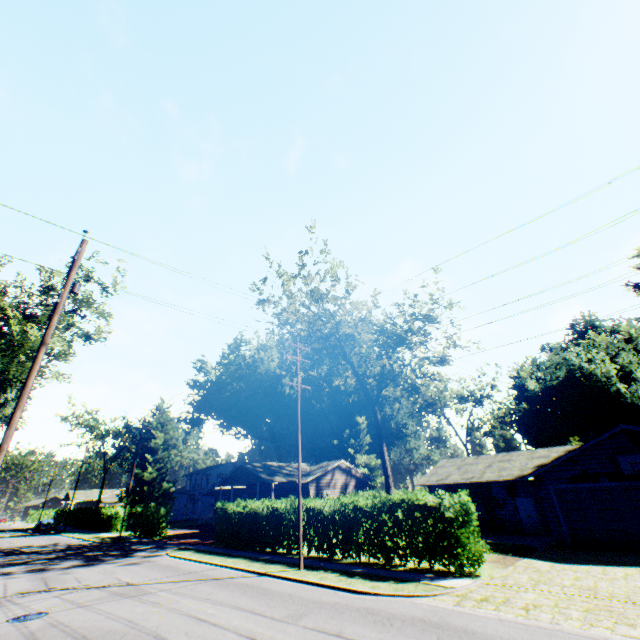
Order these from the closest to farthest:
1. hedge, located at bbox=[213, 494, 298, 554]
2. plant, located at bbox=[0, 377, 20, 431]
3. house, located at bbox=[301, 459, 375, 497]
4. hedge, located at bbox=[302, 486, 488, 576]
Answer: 1. hedge, located at bbox=[302, 486, 488, 576]
2. hedge, located at bbox=[213, 494, 298, 554]
3. house, located at bbox=[301, 459, 375, 497]
4. plant, located at bbox=[0, 377, 20, 431]

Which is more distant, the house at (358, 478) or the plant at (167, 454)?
the plant at (167, 454)

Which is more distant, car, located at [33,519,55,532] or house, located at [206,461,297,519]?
car, located at [33,519,55,532]

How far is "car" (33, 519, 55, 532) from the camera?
47.79m

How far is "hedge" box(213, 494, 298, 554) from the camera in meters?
19.5 m

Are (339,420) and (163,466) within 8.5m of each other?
no

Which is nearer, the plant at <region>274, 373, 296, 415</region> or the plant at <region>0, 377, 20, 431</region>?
the plant at <region>0, 377, 20, 431</region>

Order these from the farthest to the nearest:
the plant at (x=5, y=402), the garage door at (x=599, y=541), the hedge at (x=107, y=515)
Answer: the plant at (x=5, y=402) → the hedge at (x=107, y=515) → the garage door at (x=599, y=541)
